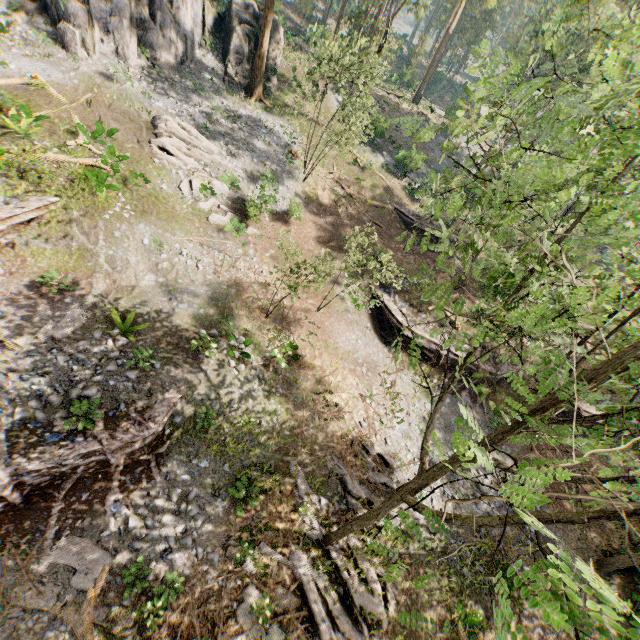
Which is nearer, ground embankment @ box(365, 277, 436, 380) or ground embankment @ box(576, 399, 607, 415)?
ground embankment @ box(365, 277, 436, 380)

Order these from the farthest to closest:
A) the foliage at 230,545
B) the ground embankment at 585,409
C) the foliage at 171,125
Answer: the ground embankment at 585,409, the foliage at 171,125, the foliage at 230,545

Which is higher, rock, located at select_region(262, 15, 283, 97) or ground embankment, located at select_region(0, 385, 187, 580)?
rock, located at select_region(262, 15, 283, 97)

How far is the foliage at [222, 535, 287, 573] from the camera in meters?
11.5 m

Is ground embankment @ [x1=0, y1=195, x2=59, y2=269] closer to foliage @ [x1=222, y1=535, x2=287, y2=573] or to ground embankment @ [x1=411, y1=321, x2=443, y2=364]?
foliage @ [x1=222, y1=535, x2=287, y2=573]

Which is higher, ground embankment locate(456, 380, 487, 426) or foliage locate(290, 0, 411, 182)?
foliage locate(290, 0, 411, 182)

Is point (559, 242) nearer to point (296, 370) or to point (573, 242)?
point (573, 242)

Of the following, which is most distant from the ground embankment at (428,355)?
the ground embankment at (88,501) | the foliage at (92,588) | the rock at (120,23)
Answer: the rock at (120,23)
